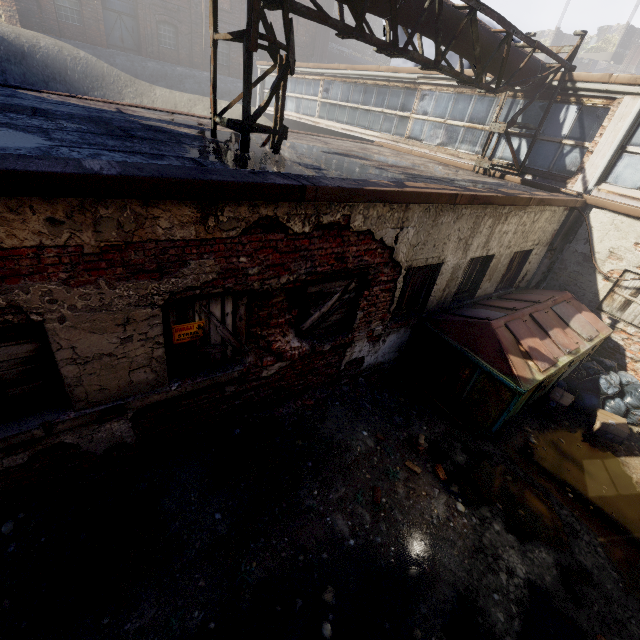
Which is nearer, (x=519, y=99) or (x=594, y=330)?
(x=594, y=330)

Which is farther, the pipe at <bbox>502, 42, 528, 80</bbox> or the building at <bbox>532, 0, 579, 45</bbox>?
the building at <bbox>532, 0, 579, 45</bbox>

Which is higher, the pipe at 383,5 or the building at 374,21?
the building at 374,21

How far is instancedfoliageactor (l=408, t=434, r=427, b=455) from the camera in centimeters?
531cm

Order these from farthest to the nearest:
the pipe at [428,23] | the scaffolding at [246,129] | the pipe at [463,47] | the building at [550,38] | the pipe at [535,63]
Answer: the building at [550,38]
the pipe at [535,63]
the pipe at [463,47]
the pipe at [428,23]
the scaffolding at [246,129]

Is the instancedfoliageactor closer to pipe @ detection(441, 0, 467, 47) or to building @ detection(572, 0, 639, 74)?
pipe @ detection(441, 0, 467, 47)

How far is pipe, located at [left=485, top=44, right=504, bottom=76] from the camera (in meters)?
6.86
